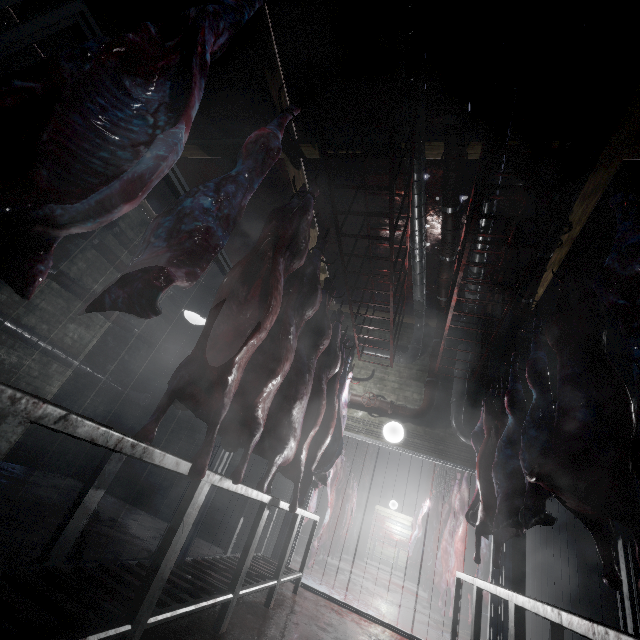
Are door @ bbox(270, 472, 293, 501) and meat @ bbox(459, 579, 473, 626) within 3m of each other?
yes

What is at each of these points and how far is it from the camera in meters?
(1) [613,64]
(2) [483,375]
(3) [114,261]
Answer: (1) pipe, 2.3
(2) pipe, 4.9
(3) pipe, 5.2

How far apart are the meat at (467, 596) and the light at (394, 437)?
1.2 meters

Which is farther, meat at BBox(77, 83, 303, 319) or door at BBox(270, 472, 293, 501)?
door at BBox(270, 472, 293, 501)

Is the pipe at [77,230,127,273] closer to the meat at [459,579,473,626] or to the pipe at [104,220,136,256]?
the pipe at [104,220,136,256]

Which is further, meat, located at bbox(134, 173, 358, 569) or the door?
the door

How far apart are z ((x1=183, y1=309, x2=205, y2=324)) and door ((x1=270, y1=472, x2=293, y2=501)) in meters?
2.0

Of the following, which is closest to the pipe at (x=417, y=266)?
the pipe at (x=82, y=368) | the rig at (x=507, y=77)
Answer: the rig at (x=507, y=77)
